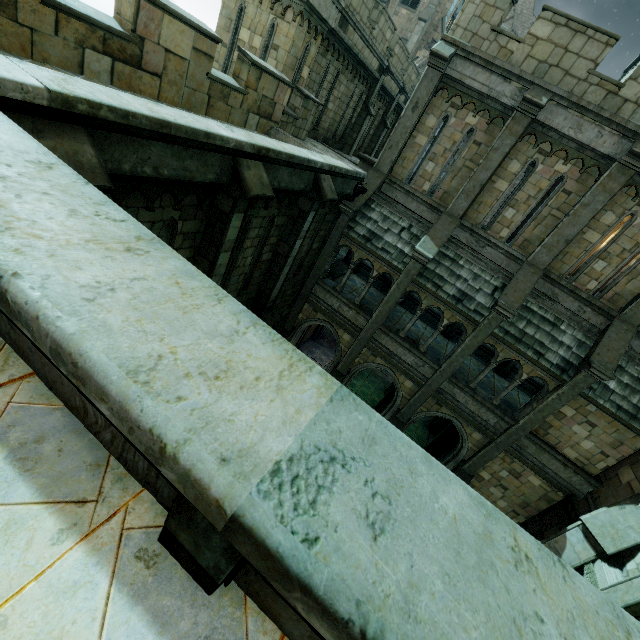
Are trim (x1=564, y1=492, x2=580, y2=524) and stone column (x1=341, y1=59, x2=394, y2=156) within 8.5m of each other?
no

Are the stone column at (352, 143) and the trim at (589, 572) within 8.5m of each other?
no

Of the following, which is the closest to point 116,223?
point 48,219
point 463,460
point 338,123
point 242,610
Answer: point 48,219

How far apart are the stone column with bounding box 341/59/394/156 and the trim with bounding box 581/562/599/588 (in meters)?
20.39

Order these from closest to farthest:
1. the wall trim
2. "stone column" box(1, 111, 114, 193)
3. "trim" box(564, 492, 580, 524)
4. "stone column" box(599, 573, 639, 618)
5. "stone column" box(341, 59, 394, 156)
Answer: "stone column" box(1, 111, 114, 193)
"stone column" box(599, 573, 639, 618)
"trim" box(564, 492, 580, 524)
the wall trim
"stone column" box(341, 59, 394, 156)

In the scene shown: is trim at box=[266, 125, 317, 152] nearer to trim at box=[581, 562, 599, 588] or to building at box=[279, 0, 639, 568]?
building at box=[279, 0, 639, 568]

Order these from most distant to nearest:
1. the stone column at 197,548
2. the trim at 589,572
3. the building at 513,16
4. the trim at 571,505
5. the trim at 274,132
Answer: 1. the building at 513,16
2. the trim at 274,132
3. the trim at 571,505
4. the trim at 589,572
5. the stone column at 197,548

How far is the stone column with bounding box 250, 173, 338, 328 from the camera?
8.67m
